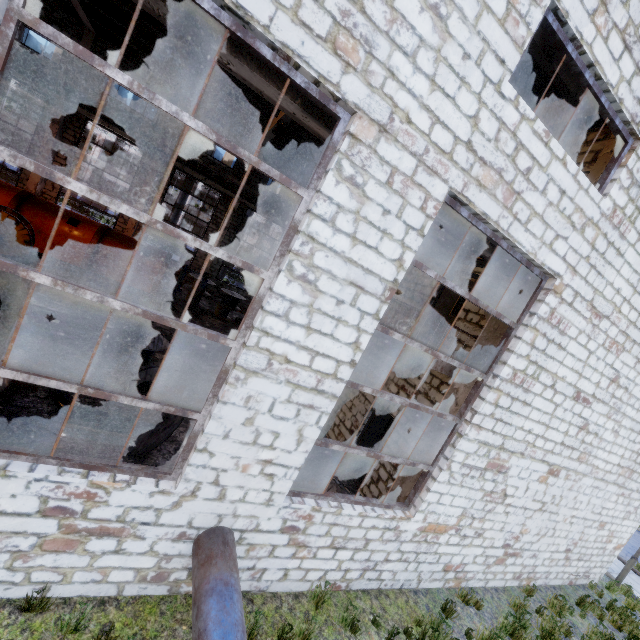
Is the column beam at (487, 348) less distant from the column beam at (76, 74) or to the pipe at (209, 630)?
the pipe at (209, 630)

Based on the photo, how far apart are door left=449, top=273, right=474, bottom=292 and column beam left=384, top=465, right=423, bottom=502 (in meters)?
1.58

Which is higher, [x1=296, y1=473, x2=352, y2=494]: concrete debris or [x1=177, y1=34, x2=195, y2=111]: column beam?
[x1=177, y1=34, x2=195, y2=111]: column beam

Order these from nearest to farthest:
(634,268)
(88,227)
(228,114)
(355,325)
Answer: (355,325) → (634,268) → (88,227) → (228,114)

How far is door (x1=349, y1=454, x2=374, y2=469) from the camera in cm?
989

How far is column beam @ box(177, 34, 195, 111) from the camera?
A: 12.3m

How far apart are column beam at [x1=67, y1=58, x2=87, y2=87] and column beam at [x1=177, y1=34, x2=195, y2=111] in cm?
401

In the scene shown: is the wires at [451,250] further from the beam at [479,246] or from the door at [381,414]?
the door at [381,414]
